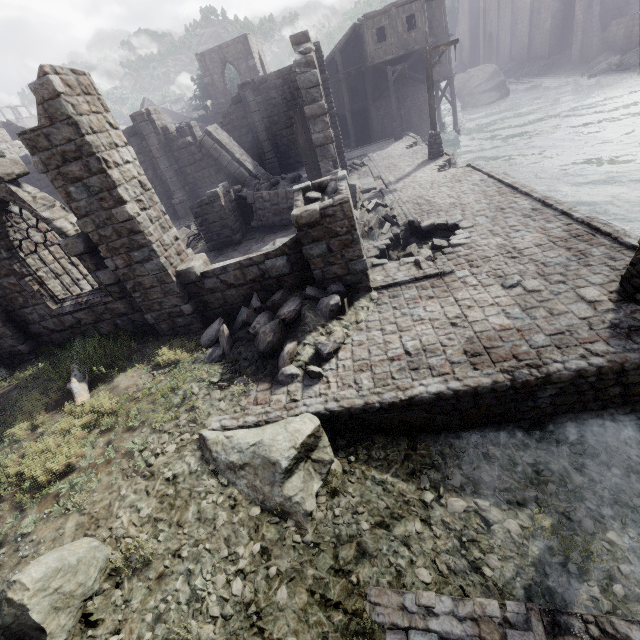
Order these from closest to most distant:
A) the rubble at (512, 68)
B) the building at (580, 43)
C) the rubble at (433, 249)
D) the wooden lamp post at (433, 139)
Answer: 1. the rubble at (433, 249)
2. the wooden lamp post at (433, 139)
3. the building at (580, 43)
4. the rubble at (512, 68)

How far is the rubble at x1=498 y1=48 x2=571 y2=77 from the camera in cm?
3828

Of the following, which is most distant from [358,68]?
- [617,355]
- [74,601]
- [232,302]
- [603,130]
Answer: [74,601]

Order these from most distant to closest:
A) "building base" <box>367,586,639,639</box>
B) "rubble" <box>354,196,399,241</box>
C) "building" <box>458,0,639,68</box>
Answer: "building" <box>458,0,639,68</box>, "rubble" <box>354,196,399,241</box>, "building base" <box>367,586,639,639</box>

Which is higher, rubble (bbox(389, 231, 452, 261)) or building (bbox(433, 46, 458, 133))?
building (bbox(433, 46, 458, 133))

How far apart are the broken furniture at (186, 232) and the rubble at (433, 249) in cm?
982

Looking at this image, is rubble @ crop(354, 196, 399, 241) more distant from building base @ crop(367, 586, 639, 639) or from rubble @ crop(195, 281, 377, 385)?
rubble @ crop(195, 281, 377, 385)

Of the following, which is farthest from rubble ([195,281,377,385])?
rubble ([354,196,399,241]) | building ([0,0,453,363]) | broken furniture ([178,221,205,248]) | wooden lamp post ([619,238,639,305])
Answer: broken furniture ([178,221,205,248])
